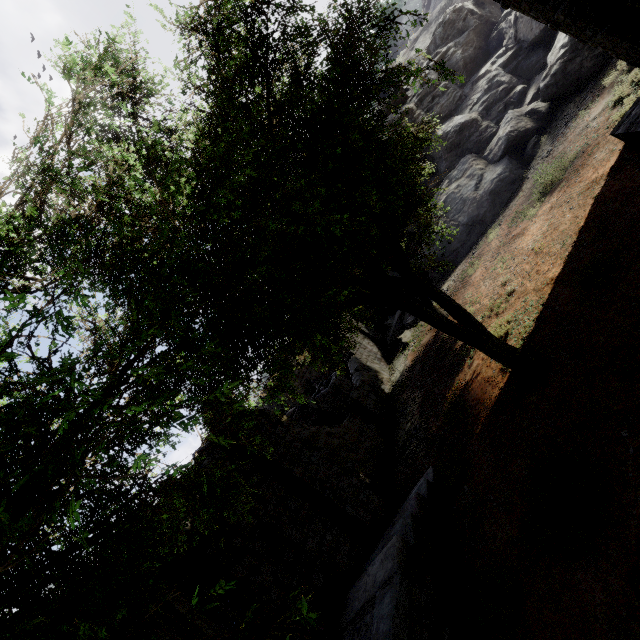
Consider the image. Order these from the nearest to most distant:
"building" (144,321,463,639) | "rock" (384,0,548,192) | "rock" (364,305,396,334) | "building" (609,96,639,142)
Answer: "building" (144,321,463,639), "building" (609,96,639,142), "rock" (384,0,548,192), "rock" (364,305,396,334)

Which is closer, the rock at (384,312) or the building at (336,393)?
the building at (336,393)

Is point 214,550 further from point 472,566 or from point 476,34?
point 476,34

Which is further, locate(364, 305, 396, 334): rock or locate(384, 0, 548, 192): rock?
locate(364, 305, 396, 334): rock

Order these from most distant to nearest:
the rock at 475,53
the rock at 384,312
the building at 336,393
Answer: the rock at 384,312 < the rock at 475,53 < the building at 336,393

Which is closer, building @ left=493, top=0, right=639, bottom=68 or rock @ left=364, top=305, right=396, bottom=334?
building @ left=493, top=0, right=639, bottom=68

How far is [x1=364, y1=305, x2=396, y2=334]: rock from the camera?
26.1m

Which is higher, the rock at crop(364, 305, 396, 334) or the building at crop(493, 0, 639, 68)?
the rock at crop(364, 305, 396, 334)
